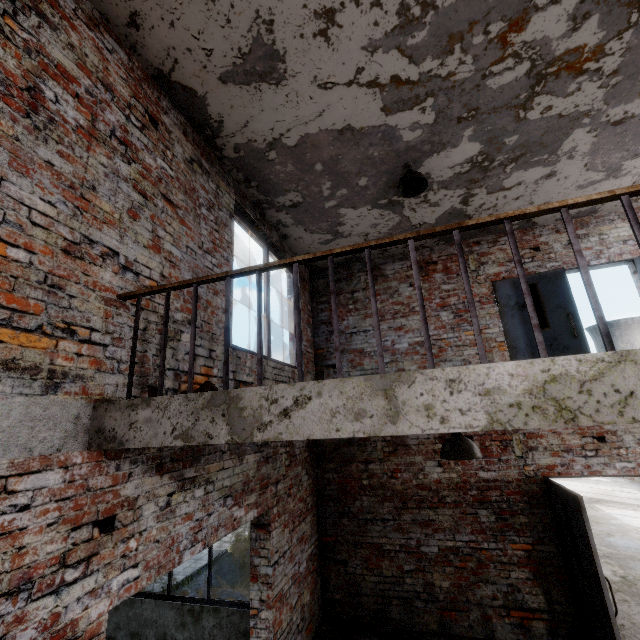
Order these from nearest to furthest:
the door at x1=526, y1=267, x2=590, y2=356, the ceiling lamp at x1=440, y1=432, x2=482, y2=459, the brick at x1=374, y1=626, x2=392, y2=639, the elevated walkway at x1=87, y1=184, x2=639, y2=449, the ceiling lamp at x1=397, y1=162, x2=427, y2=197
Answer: the elevated walkway at x1=87, y1=184, x2=639, y2=449 < the ceiling lamp at x1=440, y1=432, x2=482, y2=459 < the ceiling lamp at x1=397, y1=162, x2=427, y2=197 < the brick at x1=374, y1=626, x2=392, y2=639 < the door at x1=526, y1=267, x2=590, y2=356

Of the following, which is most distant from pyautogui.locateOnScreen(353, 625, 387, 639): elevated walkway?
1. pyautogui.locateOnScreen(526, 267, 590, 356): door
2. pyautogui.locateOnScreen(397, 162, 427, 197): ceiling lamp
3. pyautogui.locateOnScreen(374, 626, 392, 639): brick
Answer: pyautogui.locateOnScreen(397, 162, 427, 197): ceiling lamp

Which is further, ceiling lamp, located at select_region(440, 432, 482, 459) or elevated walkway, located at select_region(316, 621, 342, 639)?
elevated walkway, located at select_region(316, 621, 342, 639)

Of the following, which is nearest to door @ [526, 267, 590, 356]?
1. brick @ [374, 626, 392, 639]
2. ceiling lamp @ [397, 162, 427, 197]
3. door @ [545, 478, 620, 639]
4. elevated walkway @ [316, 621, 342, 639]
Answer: door @ [545, 478, 620, 639]

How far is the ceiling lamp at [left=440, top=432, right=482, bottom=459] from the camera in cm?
331

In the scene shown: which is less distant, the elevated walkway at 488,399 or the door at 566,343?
the elevated walkway at 488,399

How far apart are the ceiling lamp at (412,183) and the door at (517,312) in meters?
2.9 m

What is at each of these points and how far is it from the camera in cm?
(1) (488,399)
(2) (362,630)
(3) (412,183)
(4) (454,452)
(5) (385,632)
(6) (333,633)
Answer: (1) elevated walkway, 149
(2) elevated walkway, 516
(3) ceiling lamp, 450
(4) ceiling lamp, 335
(5) brick, 495
(6) elevated walkway, 513
